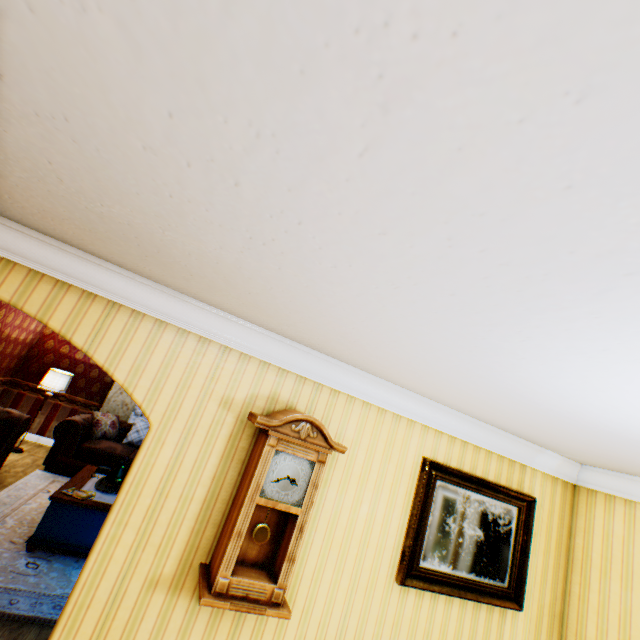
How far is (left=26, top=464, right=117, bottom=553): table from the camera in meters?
4.1 m

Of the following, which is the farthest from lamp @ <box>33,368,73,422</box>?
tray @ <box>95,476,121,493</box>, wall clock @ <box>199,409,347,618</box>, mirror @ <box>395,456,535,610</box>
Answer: mirror @ <box>395,456,535,610</box>

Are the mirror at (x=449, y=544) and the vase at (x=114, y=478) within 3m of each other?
no

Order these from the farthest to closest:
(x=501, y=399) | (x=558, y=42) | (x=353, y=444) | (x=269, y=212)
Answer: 1. (x=353, y=444)
2. (x=501, y=399)
3. (x=269, y=212)
4. (x=558, y=42)

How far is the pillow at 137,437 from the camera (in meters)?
7.78

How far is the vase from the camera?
5.0 meters

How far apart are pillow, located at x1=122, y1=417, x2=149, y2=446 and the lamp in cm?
168

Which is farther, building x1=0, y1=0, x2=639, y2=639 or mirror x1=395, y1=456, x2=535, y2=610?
mirror x1=395, y1=456, x2=535, y2=610
